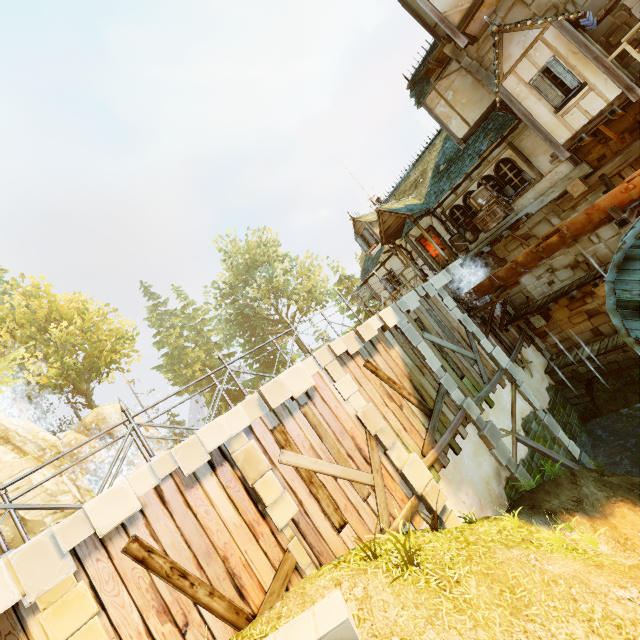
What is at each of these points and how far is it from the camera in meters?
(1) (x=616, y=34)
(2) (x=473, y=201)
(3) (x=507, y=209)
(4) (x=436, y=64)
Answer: (1) tower, 10.0 m
(2) box, 13.2 m
(3) box, 12.8 m
(4) wooden platform, 13.2 m

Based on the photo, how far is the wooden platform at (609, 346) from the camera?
12.04m

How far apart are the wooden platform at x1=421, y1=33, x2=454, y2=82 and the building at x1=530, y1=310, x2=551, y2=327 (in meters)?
11.04

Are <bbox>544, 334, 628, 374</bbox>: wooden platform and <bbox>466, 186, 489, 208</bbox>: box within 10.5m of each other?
yes

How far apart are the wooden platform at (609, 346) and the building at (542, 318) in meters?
1.7

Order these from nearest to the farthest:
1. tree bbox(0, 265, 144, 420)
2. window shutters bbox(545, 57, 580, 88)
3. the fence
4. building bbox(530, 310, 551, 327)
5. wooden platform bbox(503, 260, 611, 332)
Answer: the fence → window shutters bbox(545, 57, 580, 88) → wooden platform bbox(503, 260, 611, 332) → building bbox(530, 310, 551, 327) → tree bbox(0, 265, 144, 420)

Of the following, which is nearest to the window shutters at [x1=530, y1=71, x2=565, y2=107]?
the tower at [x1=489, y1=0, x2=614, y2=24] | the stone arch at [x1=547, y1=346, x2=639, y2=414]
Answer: the tower at [x1=489, y1=0, x2=614, y2=24]

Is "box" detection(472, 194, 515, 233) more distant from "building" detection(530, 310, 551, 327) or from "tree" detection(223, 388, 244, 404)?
"tree" detection(223, 388, 244, 404)
